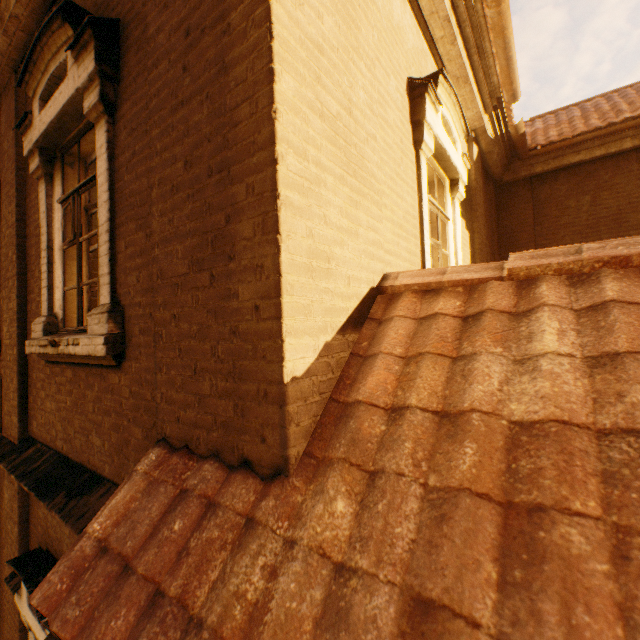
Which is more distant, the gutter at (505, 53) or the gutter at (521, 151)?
the gutter at (521, 151)

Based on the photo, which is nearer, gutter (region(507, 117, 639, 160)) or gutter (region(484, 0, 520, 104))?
gutter (region(484, 0, 520, 104))

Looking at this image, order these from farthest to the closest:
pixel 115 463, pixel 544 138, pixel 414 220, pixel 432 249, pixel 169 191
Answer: pixel 544 138 < pixel 432 249 < pixel 414 220 < pixel 115 463 < pixel 169 191
